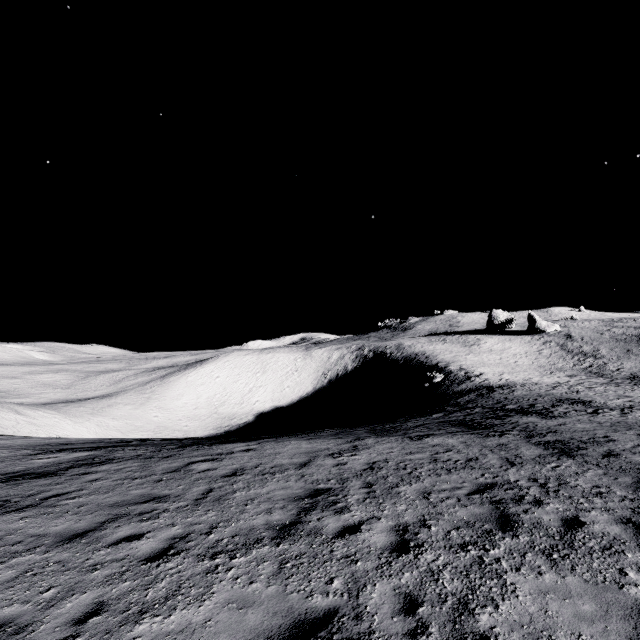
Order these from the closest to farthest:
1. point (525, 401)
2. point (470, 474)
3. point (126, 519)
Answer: point (126, 519) < point (470, 474) < point (525, 401)
